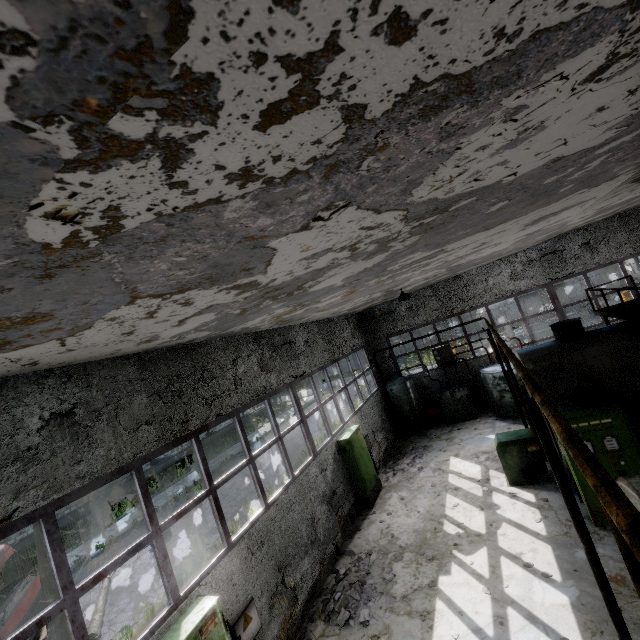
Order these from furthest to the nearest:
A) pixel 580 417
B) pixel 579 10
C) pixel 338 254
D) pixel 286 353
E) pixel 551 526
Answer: pixel 286 353
pixel 551 526
pixel 580 417
pixel 338 254
pixel 579 10

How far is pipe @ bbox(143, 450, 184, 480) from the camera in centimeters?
2436cm

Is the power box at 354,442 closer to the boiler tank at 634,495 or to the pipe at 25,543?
the boiler tank at 634,495

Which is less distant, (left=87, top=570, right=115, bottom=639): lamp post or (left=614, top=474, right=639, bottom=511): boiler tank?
(left=614, top=474, right=639, bottom=511): boiler tank

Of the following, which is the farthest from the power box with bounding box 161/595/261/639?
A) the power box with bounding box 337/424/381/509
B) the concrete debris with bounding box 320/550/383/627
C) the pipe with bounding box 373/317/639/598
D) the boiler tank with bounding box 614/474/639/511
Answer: the pipe with bounding box 373/317/639/598

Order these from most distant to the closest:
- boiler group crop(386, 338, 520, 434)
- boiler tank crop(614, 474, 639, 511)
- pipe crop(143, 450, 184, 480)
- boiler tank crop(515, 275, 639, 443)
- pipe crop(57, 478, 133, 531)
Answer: pipe crop(143, 450, 184, 480) < pipe crop(57, 478, 133, 531) < boiler group crop(386, 338, 520, 434) < boiler tank crop(515, 275, 639, 443) < boiler tank crop(614, 474, 639, 511)

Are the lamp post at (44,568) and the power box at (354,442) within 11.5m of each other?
yes
